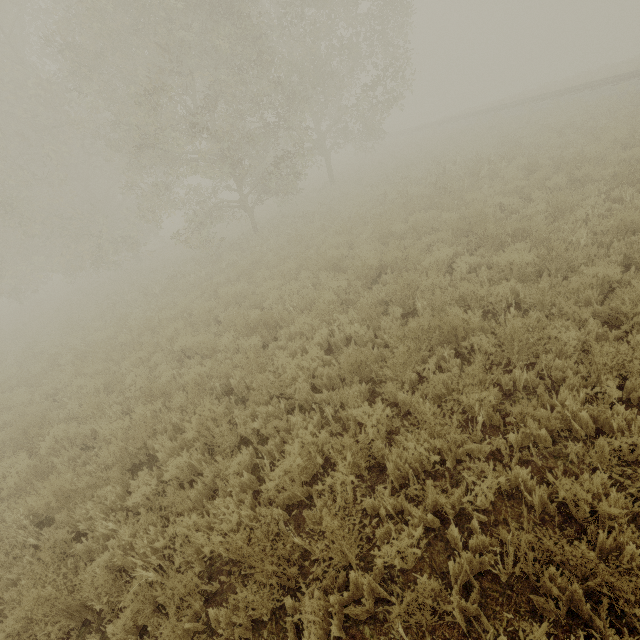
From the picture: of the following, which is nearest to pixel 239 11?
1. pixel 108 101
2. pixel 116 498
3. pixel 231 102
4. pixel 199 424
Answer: pixel 231 102
